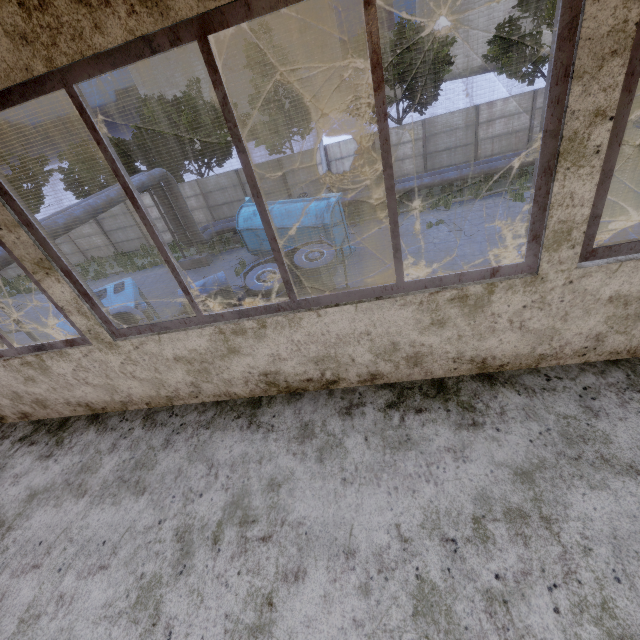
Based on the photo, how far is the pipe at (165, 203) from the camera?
17.09m

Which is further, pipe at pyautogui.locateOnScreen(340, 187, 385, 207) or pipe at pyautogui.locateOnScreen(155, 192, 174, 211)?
pipe at pyautogui.locateOnScreen(340, 187, 385, 207)

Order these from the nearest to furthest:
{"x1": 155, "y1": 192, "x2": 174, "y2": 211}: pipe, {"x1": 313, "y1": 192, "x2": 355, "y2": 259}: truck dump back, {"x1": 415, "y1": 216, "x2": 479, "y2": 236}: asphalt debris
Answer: {"x1": 313, "y1": 192, "x2": 355, "y2": 259}: truck dump back, {"x1": 415, "y1": 216, "x2": 479, "y2": 236}: asphalt debris, {"x1": 155, "y1": 192, "x2": 174, "y2": 211}: pipe

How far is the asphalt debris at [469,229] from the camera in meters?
14.1

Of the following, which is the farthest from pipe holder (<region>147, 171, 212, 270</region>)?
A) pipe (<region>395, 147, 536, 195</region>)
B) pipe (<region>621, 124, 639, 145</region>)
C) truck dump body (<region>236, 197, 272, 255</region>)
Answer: pipe (<region>621, 124, 639, 145</region>)

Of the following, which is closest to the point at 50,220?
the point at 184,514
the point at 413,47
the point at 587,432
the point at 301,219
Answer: the point at 301,219

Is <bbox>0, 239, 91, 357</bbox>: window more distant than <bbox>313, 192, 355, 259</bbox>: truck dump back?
No

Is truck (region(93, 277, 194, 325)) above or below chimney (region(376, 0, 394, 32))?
below
